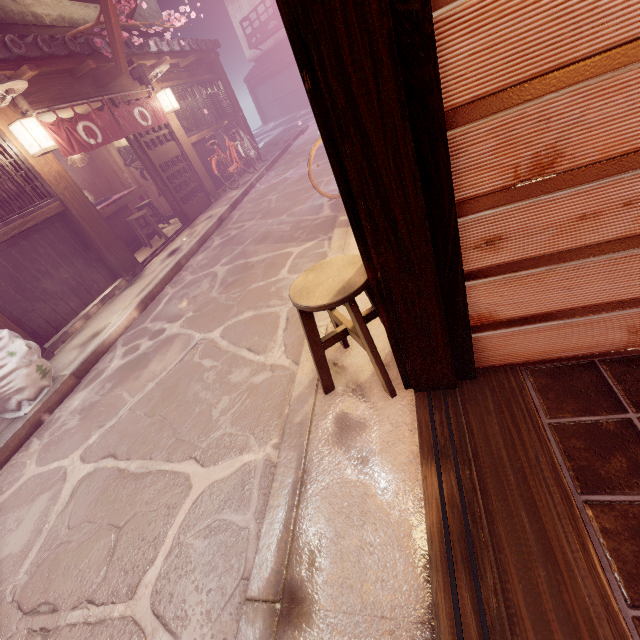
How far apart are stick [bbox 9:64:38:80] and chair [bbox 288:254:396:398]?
10.9 meters

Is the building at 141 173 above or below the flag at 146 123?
below

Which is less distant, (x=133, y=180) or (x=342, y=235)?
(x=342, y=235)

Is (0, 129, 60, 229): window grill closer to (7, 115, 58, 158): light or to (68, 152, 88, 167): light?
(7, 115, 58, 158): light

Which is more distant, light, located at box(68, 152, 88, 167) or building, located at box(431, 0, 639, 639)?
light, located at box(68, 152, 88, 167)

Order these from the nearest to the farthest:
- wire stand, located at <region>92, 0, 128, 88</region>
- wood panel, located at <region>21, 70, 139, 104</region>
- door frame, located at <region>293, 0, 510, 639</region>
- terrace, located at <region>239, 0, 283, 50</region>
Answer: door frame, located at <region>293, 0, 510, 639</region>
wood panel, located at <region>21, 70, 139, 104</region>
wire stand, located at <region>92, 0, 128, 88</region>
terrace, located at <region>239, 0, 283, 50</region>

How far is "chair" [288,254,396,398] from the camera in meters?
3.0

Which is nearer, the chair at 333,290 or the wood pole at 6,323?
the chair at 333,290
